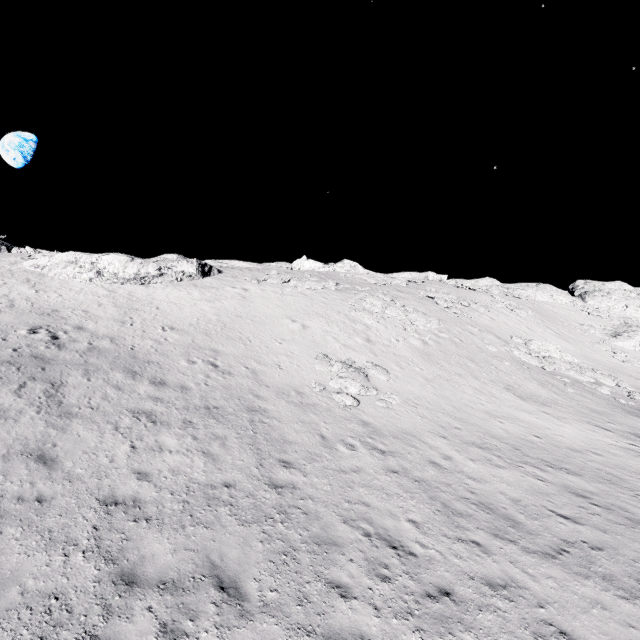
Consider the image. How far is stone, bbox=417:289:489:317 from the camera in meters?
32.2 m

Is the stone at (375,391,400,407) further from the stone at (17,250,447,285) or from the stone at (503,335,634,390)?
the stone at (17,250,447,285)

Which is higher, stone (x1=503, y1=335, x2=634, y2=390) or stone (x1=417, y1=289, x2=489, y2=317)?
stone (x1=417, y1=289, x2=489, y2=317)

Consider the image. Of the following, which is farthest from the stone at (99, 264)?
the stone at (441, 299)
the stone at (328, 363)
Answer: the stone at (441, 299)

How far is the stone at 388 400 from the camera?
15.7m

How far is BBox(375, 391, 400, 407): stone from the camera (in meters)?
15.67

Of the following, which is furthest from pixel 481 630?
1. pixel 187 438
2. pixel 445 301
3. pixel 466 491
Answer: pixel 445 301
